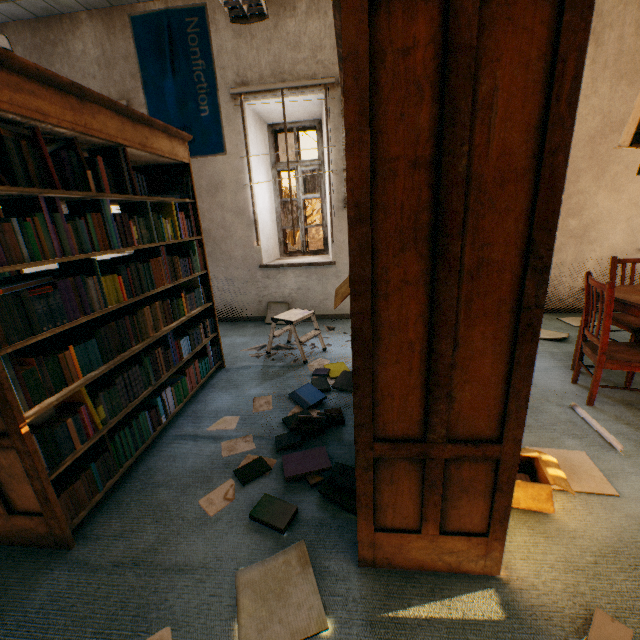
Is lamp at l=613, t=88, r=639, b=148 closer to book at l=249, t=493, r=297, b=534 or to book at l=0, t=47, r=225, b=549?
book at l=249, t=493, r=297, b=534

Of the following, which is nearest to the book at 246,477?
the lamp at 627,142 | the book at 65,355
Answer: the book at 65,355

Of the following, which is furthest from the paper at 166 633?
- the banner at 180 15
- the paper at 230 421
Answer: the banner at 180 15

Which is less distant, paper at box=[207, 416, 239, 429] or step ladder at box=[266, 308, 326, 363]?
paper at box=[207, 416, 239, 429]

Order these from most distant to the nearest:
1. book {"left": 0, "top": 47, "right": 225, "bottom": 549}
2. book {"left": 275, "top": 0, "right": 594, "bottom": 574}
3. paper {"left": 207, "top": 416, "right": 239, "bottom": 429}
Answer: paper {"left": 207, "top": 416, "right": 239, "bottom": 429}, book {"left": 0, "top": 47, "right": 225, "bottom": 549}, book {"left": 275, "top": 0, "right": 594, "bottom": 574}

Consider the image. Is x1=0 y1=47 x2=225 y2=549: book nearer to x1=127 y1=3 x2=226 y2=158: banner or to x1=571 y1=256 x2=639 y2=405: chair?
x1=127 y1=3 x2=226 y2=158: banner

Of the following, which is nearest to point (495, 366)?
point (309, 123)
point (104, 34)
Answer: point (309, 123)

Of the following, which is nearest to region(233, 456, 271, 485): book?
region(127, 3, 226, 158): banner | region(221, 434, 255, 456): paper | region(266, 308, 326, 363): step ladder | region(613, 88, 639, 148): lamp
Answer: region(221, 434, 255, 456): paper
